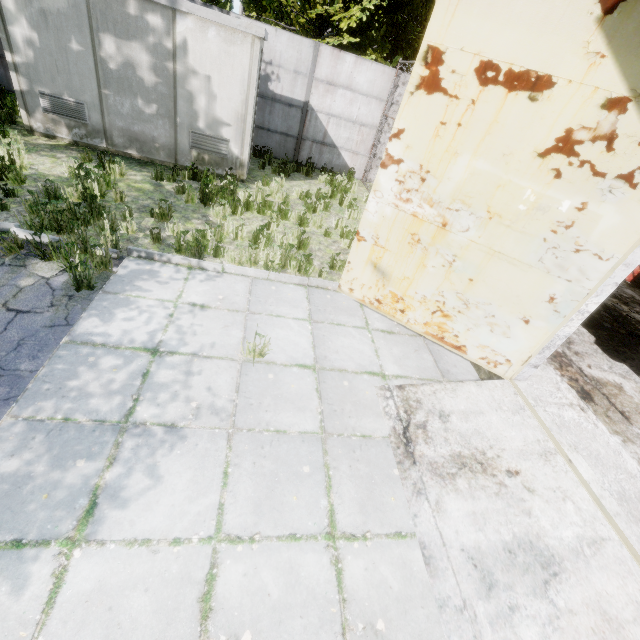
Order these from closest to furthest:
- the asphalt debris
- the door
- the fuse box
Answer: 1. the door
2. the asphalt debris
3. the fuse box

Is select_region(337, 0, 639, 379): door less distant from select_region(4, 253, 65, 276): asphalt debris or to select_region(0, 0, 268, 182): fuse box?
select_region(4, 253, 65, 276): asphalt debris

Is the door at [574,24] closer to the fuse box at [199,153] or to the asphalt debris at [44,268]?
the asphalt debris at [44,268]

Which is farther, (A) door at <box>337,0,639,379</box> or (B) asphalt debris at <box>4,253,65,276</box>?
(B) asphalt debris at <box>4,253,65,276</box>

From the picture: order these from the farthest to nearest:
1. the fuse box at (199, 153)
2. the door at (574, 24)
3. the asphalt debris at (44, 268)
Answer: the fuse box at (199, 153) → the asphalt debris at (44, 268) → the door at (574, 24)

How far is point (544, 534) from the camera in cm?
305

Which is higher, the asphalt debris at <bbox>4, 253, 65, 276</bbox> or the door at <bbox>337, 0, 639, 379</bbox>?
the door at <bbox>337, 0, 639, 379</bbox>

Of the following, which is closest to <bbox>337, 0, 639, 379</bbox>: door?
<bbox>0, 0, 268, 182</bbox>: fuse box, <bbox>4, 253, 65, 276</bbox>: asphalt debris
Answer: <bbox>4, 253, 65, 276</bbox>: asphalt debris
